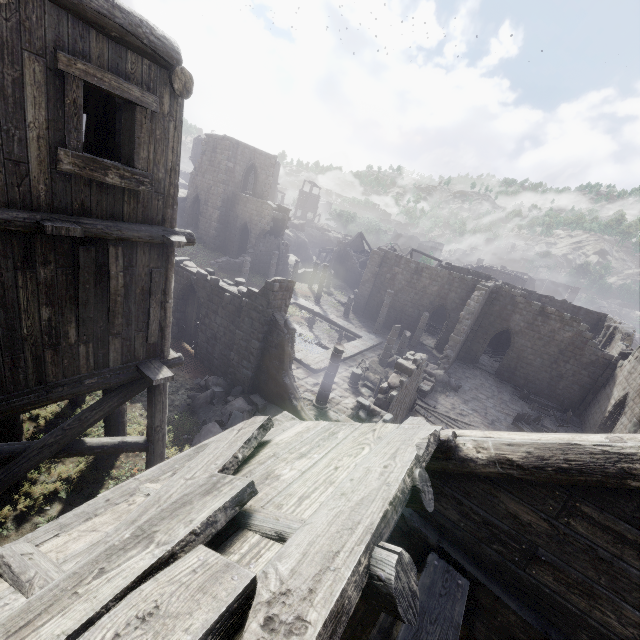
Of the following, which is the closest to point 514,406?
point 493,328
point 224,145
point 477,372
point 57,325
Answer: point 477,372

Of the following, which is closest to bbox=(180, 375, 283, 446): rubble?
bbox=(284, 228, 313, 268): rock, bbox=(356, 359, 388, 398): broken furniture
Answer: bbox=(356, 359, 388, 398): broken furniture

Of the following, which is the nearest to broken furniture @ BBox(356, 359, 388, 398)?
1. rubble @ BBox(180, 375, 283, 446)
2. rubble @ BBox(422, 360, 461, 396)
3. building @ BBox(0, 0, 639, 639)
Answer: building @ BBox(0, 0, 639, 639)

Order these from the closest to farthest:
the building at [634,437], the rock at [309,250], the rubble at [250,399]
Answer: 1. the building at [634,437]
2. the rubble at [250,399]
3. the rock at [309,250]

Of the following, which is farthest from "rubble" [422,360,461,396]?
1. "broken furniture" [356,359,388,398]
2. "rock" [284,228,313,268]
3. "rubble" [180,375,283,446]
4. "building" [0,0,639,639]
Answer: "rock" [284,228,313,268]

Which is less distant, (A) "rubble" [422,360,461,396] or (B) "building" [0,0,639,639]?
(B) "building" [0,0,639,639]

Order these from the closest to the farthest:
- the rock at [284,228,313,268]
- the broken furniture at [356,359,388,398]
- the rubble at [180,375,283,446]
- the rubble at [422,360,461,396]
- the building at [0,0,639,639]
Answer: the building at [0,0,639,639] → the rubble at [180,375,283,446] → the broken furniture at [356,359,388,398] → the rubble at [422,360,461,396] → the rock at [284,228,313,268]

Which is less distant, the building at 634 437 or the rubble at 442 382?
the building at 634 437
